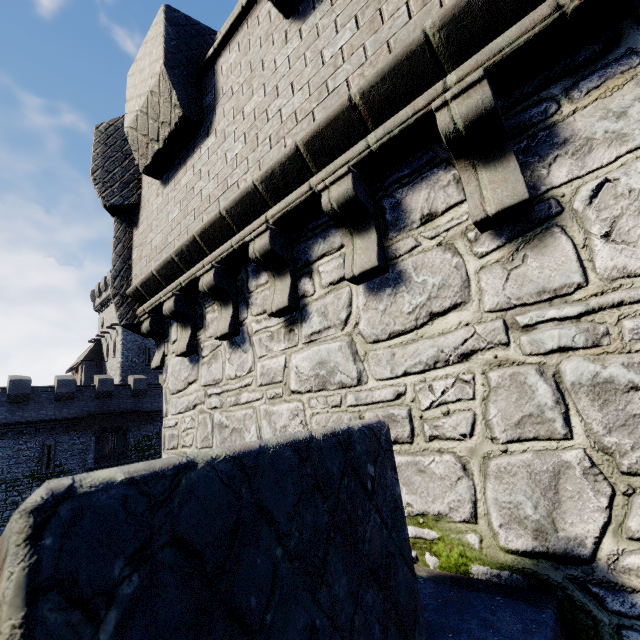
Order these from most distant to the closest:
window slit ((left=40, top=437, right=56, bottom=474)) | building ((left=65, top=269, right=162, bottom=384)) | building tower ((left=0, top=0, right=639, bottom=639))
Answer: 1. building ((left=65, top=269, right=162, bottom=384))
2. window slit ((left=40, top=437, right=56, bottom=474))
3. building tower ((left=0, top=0, right=639, bottom=639))

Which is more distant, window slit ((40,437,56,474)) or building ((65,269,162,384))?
building ((65,269,162,384))

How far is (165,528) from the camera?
0.7 meters

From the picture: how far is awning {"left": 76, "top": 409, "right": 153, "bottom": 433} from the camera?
28.3m

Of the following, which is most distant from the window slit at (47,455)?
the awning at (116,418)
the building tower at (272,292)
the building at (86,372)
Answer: the building tower at (272,292)

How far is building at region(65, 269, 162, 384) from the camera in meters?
38.1

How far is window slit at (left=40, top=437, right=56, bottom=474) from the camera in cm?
2611
